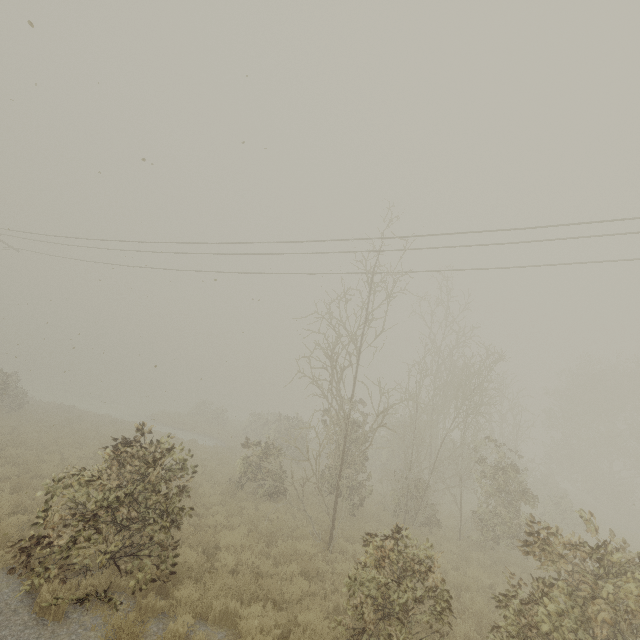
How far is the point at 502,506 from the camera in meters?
13.3 m
